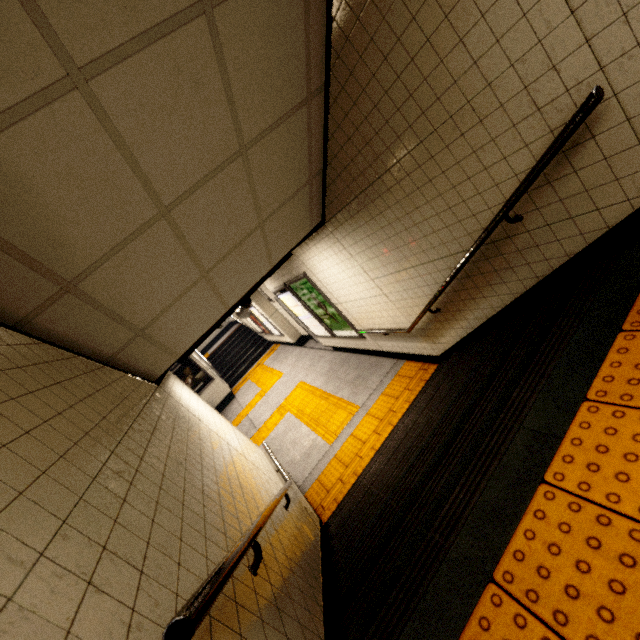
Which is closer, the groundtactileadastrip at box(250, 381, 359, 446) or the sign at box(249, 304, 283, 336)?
the groundtactileadastrip at box(250, 381, 359, 446)

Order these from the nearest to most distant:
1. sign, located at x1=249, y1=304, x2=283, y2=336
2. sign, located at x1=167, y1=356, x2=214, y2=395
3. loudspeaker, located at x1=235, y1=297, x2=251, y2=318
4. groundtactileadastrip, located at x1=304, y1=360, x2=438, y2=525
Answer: groundtactileadastrip, located at x1=304, y1=360, x2=438, y2=525 < loudspeaker, located at x1=235, y1=297, x2=251, y2=318 < sign, located at x1=249, y1=304, x2=283, y2=336 < sign, located at x1=167, y1=356, x2=214, y2=395

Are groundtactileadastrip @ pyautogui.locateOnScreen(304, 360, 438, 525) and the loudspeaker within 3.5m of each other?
yes

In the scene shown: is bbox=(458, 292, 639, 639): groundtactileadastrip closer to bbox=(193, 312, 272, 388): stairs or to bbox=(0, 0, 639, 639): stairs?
bbox=(0, 0, 639, 639): stairs

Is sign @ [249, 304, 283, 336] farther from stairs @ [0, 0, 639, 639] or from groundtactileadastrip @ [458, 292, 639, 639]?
groundtactileadastrip @ [458, 292, 639, 639]

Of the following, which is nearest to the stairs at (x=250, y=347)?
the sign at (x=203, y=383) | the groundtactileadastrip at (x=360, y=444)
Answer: the sign at (x=203, y=383)

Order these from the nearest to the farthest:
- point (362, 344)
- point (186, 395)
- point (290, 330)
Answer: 1. point (186, 395)
2. point (362, 344)
3. point (290, 330)

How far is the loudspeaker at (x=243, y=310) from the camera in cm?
572
